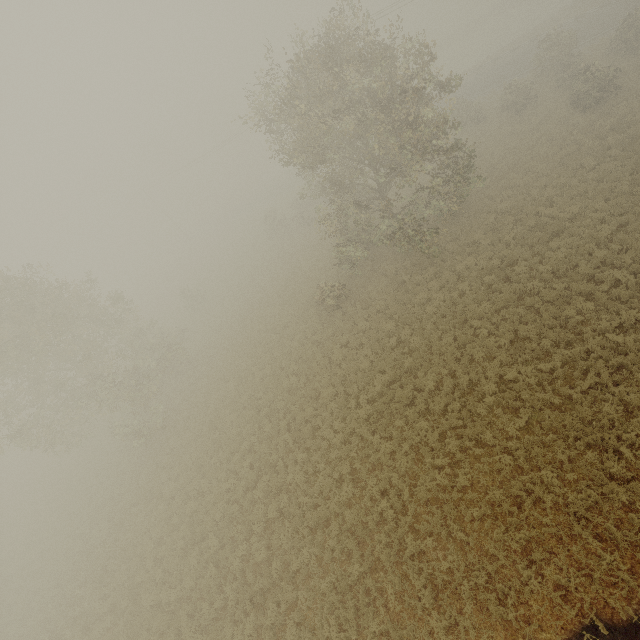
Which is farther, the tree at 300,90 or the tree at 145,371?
the tree at 145,371

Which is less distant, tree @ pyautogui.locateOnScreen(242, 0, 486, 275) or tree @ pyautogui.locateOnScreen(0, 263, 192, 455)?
tree @ pyautogui.locateOnScreen(242, 0, 486, 275)

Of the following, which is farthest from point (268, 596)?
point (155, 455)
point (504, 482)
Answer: point (155, 455)
